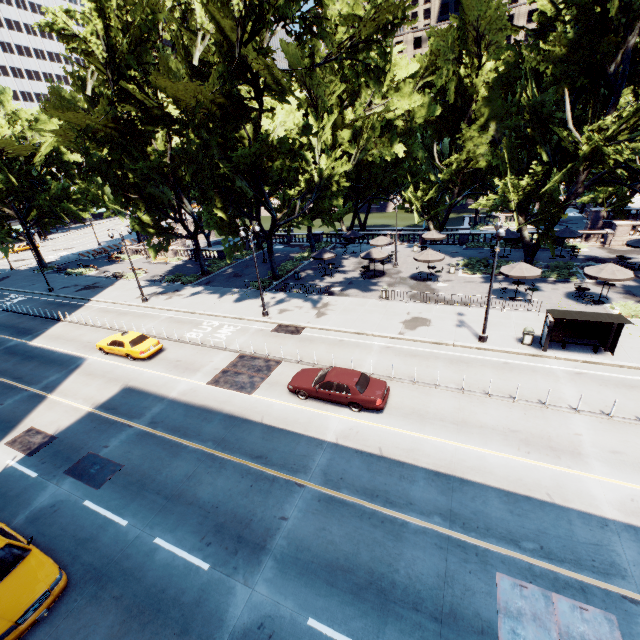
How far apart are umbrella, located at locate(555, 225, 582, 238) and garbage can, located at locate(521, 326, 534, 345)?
19.0m

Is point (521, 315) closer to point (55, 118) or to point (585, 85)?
point (585, 85)

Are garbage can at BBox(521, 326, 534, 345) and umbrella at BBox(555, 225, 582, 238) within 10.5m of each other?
no

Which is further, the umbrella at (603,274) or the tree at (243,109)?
the umbrella at (603,274)

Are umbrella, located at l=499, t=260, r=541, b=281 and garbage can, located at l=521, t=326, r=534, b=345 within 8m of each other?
yes

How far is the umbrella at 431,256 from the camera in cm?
2900

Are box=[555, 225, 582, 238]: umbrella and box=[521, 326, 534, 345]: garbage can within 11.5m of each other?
no

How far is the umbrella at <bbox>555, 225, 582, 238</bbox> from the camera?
31.58m
